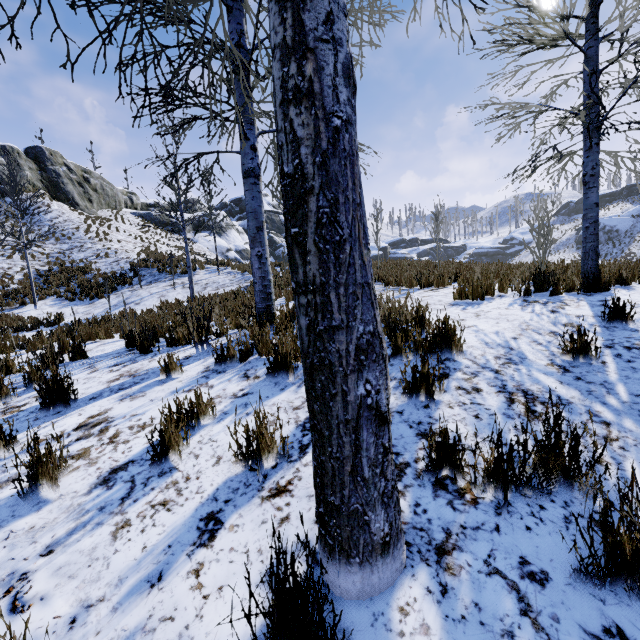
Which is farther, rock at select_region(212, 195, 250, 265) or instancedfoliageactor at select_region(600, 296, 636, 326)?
rock at select_region(212, 195, 250, 265)

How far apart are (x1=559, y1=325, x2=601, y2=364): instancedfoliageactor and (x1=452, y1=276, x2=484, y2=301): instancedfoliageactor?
2.7 meters

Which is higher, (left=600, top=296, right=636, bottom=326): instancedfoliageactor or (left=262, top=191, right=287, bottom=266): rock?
(left=262, top=191, right=287, bottom=266): rock

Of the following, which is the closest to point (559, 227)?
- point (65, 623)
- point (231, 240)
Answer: point (231, 240)

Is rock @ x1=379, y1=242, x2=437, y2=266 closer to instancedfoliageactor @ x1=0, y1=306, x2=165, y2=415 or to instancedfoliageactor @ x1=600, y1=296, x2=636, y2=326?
instancedfoliageactor @ x1=600, y1=296, x2=636, y2=326

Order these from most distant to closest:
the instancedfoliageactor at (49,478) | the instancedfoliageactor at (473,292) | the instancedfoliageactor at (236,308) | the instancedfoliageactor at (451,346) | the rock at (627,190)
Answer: the rock at (627,190) → the instancedfoliageactor at (236,308) → the instancedfoliageactor at (473,292) → the instancedfoliageactor at (451,346) → the instancedfoliageactor at (49,478)

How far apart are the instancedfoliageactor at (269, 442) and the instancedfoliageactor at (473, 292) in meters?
4.7 m

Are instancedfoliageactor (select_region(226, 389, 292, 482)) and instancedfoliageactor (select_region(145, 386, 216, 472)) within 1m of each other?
yes
